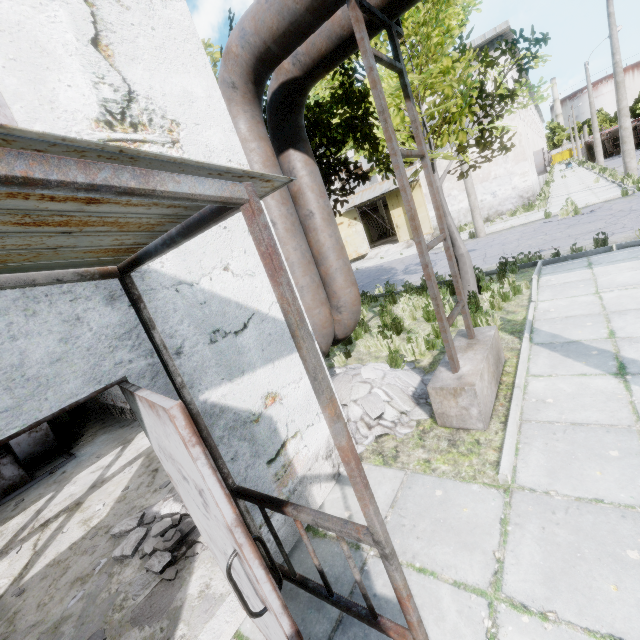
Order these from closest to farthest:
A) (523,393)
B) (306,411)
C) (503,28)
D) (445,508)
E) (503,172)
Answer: Answer: (445,508), (306,411), (523,393), (503,28), (503,172)

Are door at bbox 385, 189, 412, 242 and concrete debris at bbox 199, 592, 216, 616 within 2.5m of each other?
no

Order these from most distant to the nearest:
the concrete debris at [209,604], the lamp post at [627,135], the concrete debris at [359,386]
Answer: the lamp post at [627,135]
the concrete debris at [359,386]
the concrete debris at [209,604]

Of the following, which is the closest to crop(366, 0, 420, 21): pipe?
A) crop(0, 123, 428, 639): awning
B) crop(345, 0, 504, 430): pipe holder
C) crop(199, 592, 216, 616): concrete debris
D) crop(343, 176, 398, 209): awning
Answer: crop(345, 0, 504, 430): pipe holder

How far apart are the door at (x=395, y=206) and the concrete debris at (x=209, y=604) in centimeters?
2503cm

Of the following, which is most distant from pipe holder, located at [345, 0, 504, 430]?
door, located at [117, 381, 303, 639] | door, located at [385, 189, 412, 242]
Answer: door, located at [385, 189, 412, 242]

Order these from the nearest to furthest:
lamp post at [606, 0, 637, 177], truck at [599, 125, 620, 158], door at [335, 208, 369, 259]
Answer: lamp post at [606, 0, 637, 177] < door at [335, 208, 369, 259] < truck at [599, 125, 620, 158]

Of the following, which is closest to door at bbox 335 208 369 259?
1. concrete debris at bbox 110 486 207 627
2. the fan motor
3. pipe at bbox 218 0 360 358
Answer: pipe at bbox 218 0 360 358
